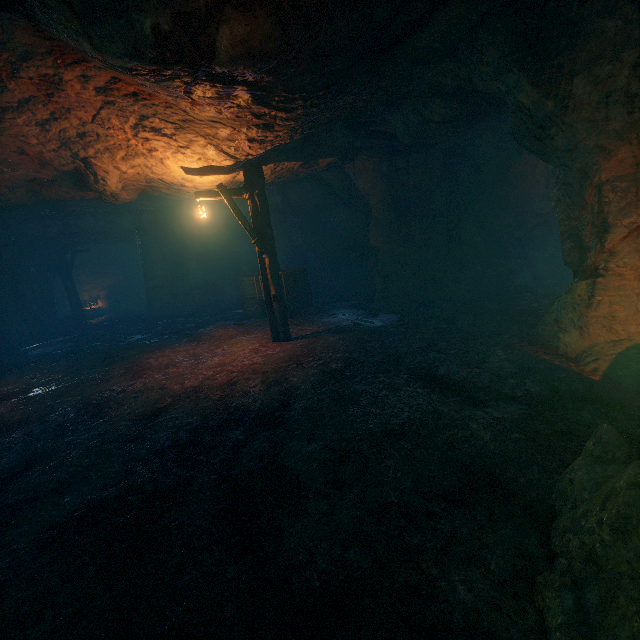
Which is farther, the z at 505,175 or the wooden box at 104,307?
the wooden box at 104,307

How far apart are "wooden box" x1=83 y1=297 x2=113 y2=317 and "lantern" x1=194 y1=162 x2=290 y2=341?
18.2m

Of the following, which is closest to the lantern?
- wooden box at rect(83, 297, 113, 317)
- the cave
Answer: the cave

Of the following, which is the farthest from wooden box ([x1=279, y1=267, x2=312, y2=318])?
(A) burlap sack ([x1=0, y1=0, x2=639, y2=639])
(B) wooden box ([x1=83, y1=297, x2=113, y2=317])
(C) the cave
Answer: (B) wooden box ([x1=83, y1=297, x2=113, y2=317])

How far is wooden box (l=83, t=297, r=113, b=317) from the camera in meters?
21.8

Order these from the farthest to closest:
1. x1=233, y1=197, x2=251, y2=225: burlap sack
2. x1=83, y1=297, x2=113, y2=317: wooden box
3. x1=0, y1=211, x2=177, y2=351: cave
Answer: x1=83, y1=297, x2=113, y2=317: wooden box, x1=233, y1=197, x2=251, y2=225: burlap sack, x1=0, y1=211, x2=177, y2=351: cave

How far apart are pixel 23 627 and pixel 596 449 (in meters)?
4.74

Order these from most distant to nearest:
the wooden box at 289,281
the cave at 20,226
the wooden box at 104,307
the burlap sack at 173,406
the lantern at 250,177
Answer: the wooden box at 104,307 < the cave at 20,226 < the wooden box at 289,281 < the lantern at 250,177 < the burlap sack at 173,406
